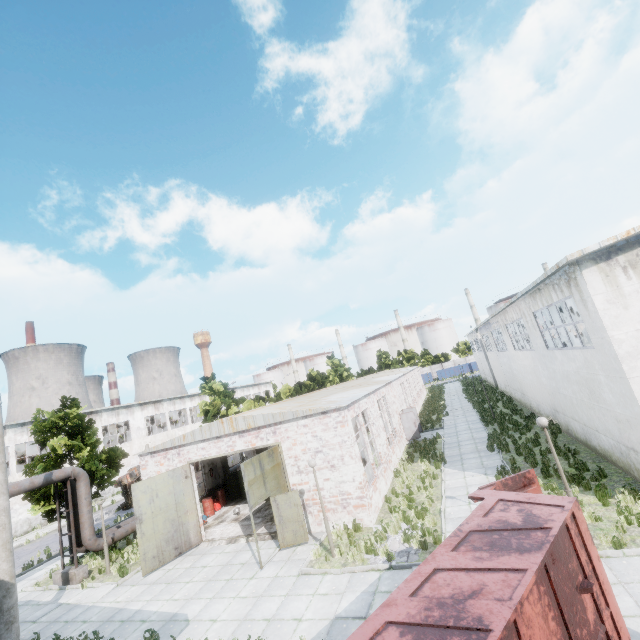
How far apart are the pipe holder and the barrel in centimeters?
594cm

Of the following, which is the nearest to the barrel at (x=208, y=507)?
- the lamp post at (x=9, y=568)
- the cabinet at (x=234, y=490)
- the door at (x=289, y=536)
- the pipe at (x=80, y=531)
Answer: the cabinet at (x=234, y=490)

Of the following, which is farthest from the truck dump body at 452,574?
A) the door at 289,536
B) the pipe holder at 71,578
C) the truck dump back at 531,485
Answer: the pipe holder at 71,578

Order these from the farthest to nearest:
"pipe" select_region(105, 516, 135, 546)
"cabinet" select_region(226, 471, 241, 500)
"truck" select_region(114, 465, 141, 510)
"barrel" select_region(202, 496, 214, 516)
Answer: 1. "truck" select_region(114, 465, 141, 510)
2. "cabinet" select_region(226, 471, 241, 500)
3. "barrel" select_region(202, 496, 214, 516)
4. "pipe" select_region(105, 516, 135, 546)

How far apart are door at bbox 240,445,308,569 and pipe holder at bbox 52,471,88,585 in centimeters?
1039cm

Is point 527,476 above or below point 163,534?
above

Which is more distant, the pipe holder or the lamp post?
the pipe holder

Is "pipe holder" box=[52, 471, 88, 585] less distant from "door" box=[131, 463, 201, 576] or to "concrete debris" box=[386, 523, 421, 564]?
"door" box=[131, 463, 201, 576]
